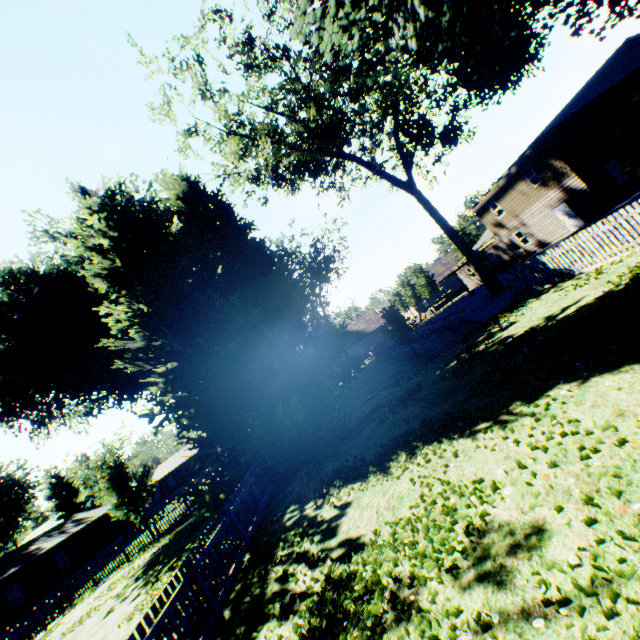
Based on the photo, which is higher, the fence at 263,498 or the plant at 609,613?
the fence at 263,498

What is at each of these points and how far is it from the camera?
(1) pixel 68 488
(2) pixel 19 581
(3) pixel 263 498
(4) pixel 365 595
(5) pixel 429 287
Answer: (1) plant, 47.2 meters
(2) house, 27.5 meters
(3) fence, 11.2 meters
(4) plant, 4.0 meters
(5) tree, 47.7 meters

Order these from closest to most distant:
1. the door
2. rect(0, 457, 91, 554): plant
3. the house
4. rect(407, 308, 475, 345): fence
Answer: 1. rect(407, 308, 475, 345): fence
2. the door
3. the house
4. rect(0, 457, 91, 554): plant

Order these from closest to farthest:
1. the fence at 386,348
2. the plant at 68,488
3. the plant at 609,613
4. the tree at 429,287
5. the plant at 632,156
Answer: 1. the plant at 609,613
2. the plant at 632,156
3. the fence at 386,348
4. the plant at 68,488
5. the tree at 429,287

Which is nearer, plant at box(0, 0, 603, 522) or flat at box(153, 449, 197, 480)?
plant at box(0, 0, 603, 522)

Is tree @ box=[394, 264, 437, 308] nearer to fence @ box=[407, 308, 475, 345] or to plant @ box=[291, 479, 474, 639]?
fence @ box=[407, 308, 475, 345]

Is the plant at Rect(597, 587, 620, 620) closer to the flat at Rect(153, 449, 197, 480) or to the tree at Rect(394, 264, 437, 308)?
the tree at Rect(394, 264, 437, 308)

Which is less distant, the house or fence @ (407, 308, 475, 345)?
fence @ (407, 308, 475, 345)
